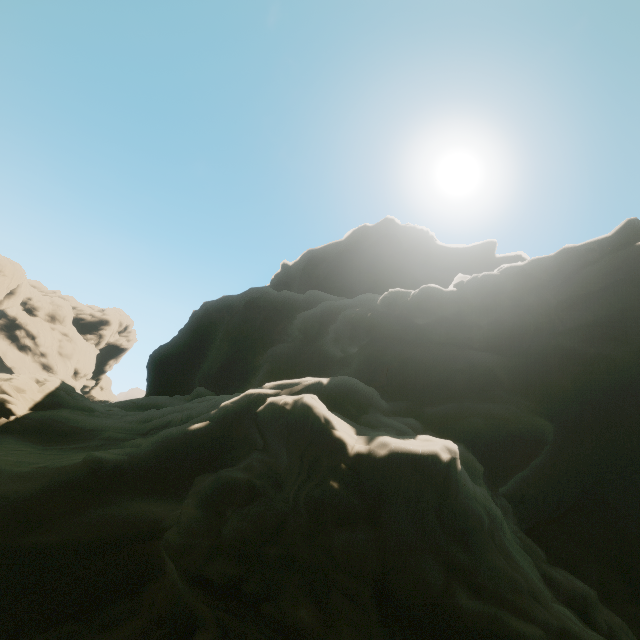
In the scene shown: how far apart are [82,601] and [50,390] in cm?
1276
